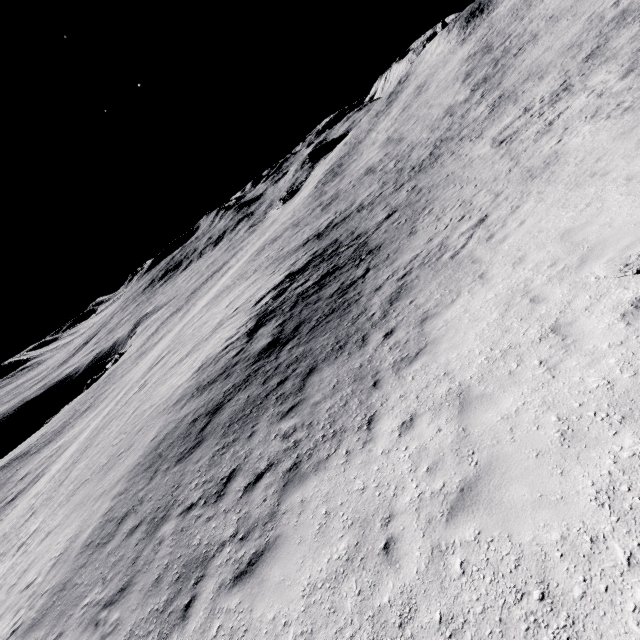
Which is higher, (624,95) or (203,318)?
(624,95)
